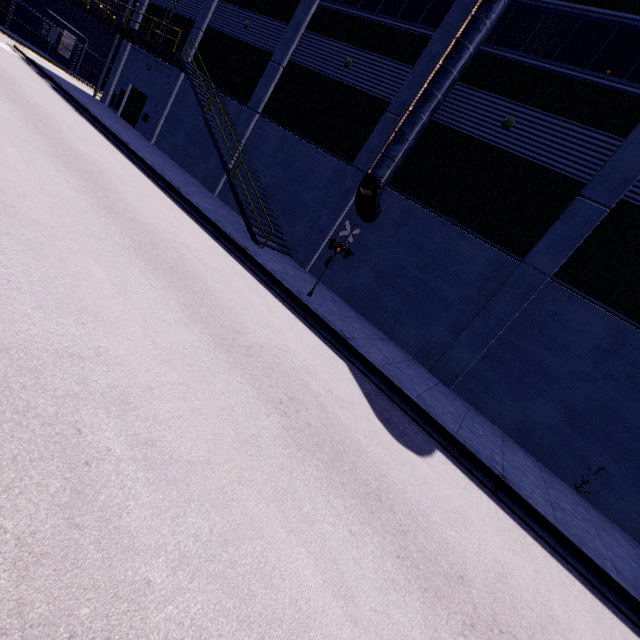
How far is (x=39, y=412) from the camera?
2.7m

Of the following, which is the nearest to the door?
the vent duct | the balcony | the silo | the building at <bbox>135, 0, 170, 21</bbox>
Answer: the building at <bbox>135, 0, 170, 21</bbox>

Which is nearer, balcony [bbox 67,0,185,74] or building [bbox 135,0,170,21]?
balcony [bbox 67,0,185,74]

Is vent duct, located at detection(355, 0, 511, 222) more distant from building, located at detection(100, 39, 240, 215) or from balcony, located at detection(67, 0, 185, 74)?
balcony, located at detection(67, 0, 185, 74)

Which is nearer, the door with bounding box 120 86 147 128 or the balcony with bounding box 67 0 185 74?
the balcony with bounding box 67 0 185 74

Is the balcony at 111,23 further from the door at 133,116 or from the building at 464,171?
the door at 133,116

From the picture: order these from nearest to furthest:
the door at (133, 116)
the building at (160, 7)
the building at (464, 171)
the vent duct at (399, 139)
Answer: the building at (464, 171), the vent duct at (399, 139), the building at (160, 7), the door at (133, 116)

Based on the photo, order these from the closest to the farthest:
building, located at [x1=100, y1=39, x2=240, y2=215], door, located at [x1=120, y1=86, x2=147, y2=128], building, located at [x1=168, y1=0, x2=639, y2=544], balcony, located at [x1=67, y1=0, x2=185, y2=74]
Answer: building, located at [x1=168, y1=0, x2=639, y2=544], balcony, located at [x1=67, y1=0, x2=185, y2=74], building, located at [x1=100, y1=39, x2=240, y2=215], door, located at [x1=120, y1=86, x2=147, y2=128]
